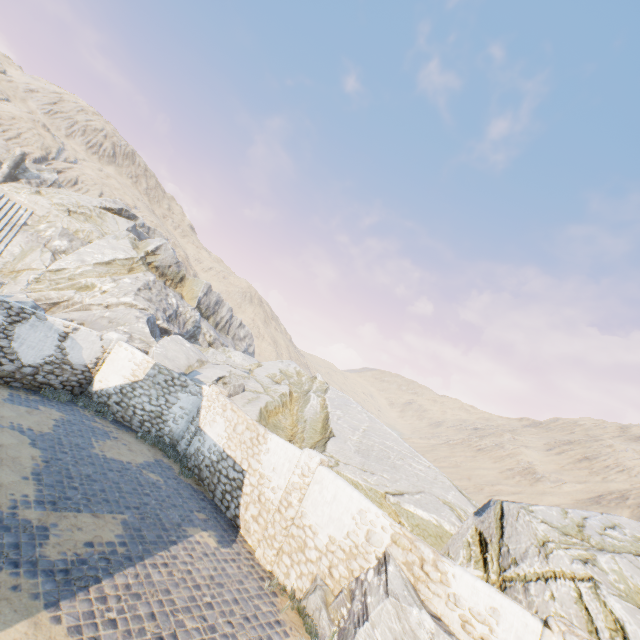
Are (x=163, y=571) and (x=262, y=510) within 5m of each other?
yes

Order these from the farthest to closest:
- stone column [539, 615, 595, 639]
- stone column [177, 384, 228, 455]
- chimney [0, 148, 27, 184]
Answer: chimney [0, 148, 27, 184], stone column [177, 384, 228, 455], stone column [539, 615, 595, 639]

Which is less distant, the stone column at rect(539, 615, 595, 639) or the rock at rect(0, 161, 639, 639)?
the stone column at rect(539, 615, 595, 639)

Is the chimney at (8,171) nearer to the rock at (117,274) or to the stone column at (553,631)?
the rock at (117,274)

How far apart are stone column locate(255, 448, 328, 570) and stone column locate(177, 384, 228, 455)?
5.6m

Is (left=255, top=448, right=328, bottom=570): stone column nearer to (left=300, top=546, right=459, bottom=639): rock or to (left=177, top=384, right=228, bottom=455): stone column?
(left=300, top=546, right=459, bottom=639): rock

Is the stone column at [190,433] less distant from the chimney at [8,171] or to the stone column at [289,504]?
the stone column at [289,504]

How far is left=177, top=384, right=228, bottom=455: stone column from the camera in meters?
13.6 m
